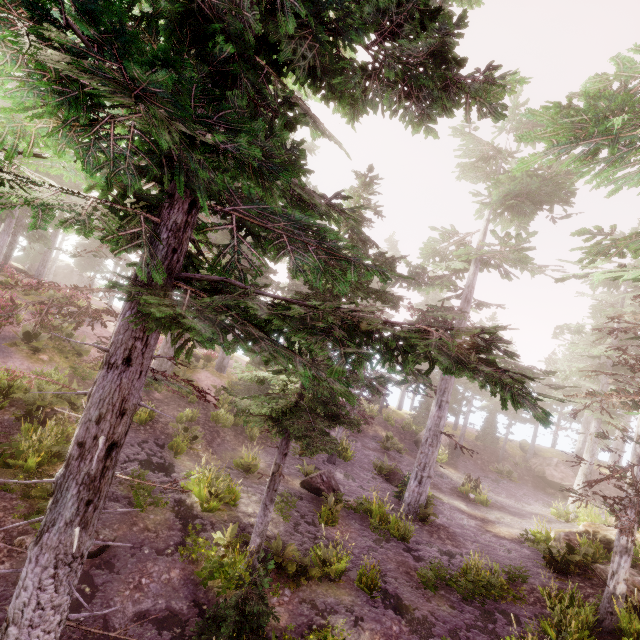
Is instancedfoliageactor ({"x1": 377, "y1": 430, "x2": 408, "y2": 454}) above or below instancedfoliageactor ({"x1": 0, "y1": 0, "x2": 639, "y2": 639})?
below

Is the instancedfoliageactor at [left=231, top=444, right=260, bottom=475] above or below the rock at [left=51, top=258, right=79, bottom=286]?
below

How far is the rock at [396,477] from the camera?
19.4m

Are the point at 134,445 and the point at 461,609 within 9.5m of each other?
no

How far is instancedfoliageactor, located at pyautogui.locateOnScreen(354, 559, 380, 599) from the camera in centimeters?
945cm

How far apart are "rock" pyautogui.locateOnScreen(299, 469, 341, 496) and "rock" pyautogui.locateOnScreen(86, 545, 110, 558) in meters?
8.0 m

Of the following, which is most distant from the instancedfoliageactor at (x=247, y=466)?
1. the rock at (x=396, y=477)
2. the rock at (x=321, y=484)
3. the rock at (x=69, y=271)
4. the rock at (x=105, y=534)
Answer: the rock at (x=396, y=477)

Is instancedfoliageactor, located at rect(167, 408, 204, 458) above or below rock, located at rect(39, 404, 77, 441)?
below
